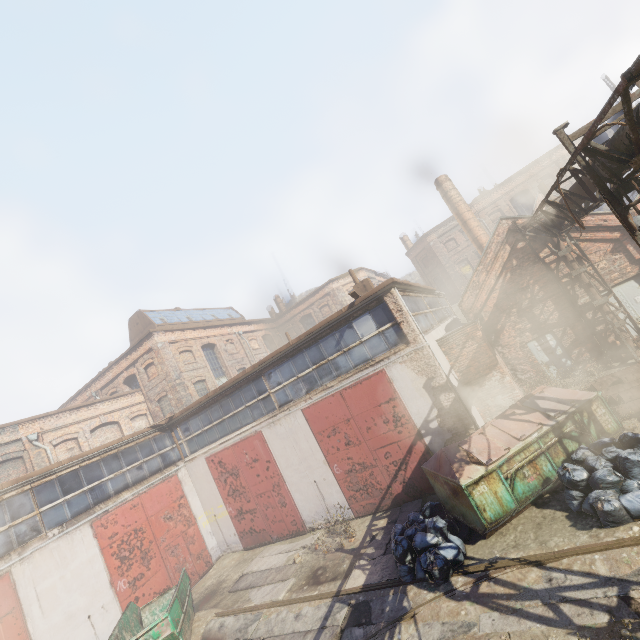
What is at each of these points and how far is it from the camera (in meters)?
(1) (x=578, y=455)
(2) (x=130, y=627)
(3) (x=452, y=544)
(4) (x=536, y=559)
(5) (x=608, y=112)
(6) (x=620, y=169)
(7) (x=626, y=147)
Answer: (1) trash bag, 7.32
(2) container, 9.86
(3) trash bag, 7.24
(4) track, 6.05
(5) scaffolding, 5.94
(6) pipe, 6.54
(7) pipe, 5.46

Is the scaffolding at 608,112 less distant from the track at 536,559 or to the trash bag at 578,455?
the track at 536,559

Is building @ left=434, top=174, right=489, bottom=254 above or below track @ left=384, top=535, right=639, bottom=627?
above

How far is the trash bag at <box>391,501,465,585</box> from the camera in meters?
6.9

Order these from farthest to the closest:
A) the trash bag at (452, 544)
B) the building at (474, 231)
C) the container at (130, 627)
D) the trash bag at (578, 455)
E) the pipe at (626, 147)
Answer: the building at (474, 231)
the container at (130, 627)
the trash bag at (452, 544)
the trash bag at (578, 455)
the pipe at (626, 147)

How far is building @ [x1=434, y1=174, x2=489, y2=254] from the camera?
20.31m

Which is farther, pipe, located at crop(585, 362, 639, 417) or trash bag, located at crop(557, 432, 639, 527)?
pipe, located at crop(585, 362, 639, 417)

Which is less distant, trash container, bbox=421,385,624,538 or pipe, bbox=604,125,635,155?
pipe, bbox=604,125,635,155
